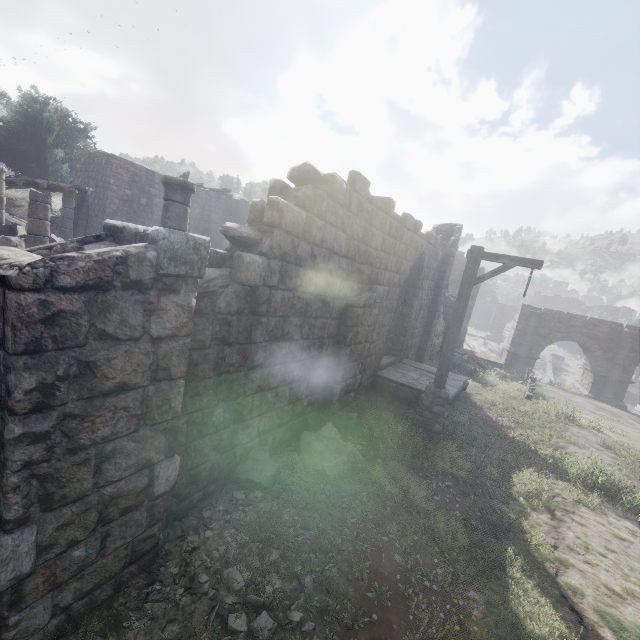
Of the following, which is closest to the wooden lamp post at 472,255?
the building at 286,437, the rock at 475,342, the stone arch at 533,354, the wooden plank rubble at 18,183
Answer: the building at 286,437

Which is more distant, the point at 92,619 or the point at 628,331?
the point at 628,331

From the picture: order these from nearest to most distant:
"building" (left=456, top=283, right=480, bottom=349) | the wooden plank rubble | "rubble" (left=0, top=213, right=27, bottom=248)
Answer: "rubble" (left=0, top=213, right=27, bottom=248) → the wooden plank rubble → "building" (left=456, top=283, right=480, bottom=349)

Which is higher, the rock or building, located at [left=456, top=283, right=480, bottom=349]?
building, located at [left=456, top=283, right=480, bottom=349]

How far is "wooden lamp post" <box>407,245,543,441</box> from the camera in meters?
7.2 m

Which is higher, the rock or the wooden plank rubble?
the wooden plank rubble

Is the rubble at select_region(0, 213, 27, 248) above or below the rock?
above

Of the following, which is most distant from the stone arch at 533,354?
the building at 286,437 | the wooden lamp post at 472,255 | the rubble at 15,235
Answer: the rubble at 15,235
